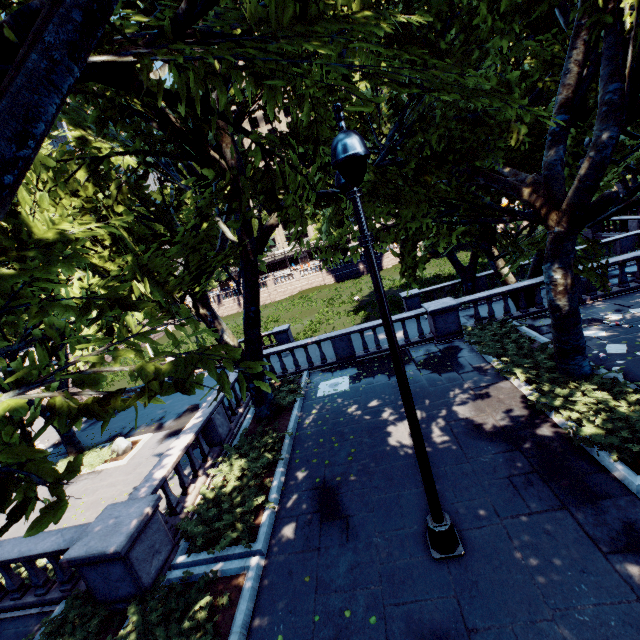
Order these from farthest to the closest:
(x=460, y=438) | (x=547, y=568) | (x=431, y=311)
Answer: (x=431, y=311)
(x=460, y=438)
(x=547, y=568)

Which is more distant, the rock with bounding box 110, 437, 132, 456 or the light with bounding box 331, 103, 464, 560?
the rock with bounding box 110, 437, 132, 456

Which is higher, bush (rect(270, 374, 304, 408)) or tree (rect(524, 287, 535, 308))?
tree (rect(524, 287, 535, 308))

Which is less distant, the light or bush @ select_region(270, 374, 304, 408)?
the light

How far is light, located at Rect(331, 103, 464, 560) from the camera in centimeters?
353cm

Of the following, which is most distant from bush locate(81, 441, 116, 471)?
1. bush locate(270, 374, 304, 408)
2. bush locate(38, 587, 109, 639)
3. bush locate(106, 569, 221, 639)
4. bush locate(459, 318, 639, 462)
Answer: bush locate(459, 318, 639, 462)

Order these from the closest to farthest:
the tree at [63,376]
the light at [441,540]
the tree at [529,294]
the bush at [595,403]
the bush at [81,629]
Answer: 1. the tree at [63,376]
2. the light at [441,540]
3. the bush at [81,629]
4. the bush at [595,403]
5. the tree at [529,294]

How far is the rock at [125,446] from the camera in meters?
17.0
